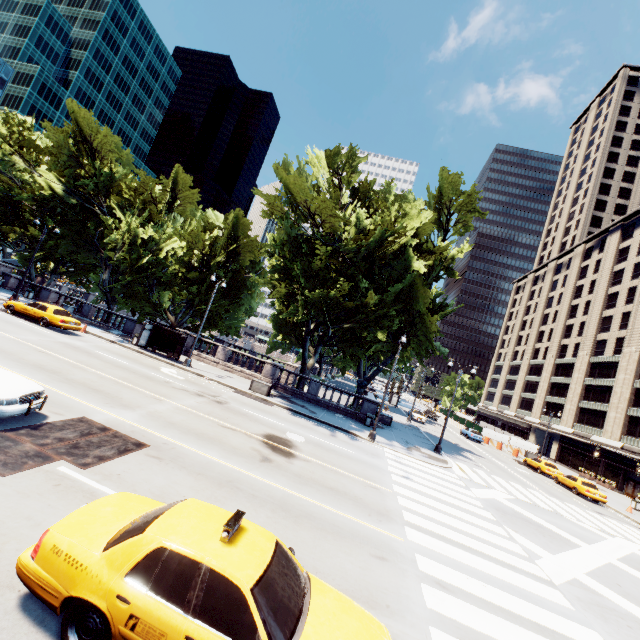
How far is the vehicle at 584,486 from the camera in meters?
27.4 m

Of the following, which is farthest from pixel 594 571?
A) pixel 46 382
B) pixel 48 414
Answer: pixel 46 382

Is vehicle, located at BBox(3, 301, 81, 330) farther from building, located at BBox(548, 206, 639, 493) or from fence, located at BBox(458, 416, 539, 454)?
building, located at BBox(548, 206, 639, 493)

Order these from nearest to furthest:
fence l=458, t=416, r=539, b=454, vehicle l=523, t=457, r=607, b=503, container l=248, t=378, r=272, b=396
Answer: container l=248, t=378, r=272, b=396, vehicle l=523, t=457, r=607, b=503, fence l=458, t=416, r=539, b=454

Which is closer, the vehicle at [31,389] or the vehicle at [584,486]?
the vehicle at [31,389]

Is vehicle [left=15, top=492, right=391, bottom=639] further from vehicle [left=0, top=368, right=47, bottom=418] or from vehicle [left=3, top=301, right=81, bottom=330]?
vehicle [left=3, top=301, right=81, bottom=330]

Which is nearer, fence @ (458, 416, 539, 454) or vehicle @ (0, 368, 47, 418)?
vehicle @ (0, 368, 47, 418)

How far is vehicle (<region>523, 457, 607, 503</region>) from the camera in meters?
27.4
